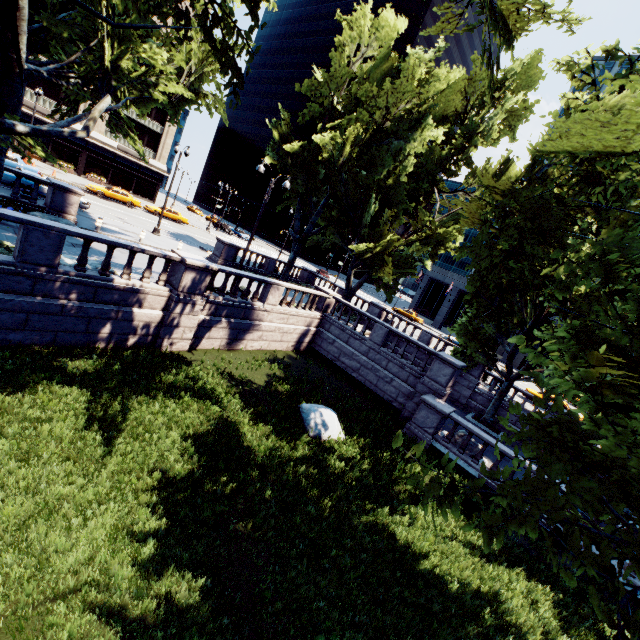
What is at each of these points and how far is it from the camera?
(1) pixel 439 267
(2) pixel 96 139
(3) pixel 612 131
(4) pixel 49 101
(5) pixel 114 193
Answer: (1) building, 56.66m
(2) building, 42.56m
(3) tree, 6.50m
(4) building, 38.62m
(5) vehicle, 35.44m

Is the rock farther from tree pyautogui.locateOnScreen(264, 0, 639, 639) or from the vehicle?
the vehicle

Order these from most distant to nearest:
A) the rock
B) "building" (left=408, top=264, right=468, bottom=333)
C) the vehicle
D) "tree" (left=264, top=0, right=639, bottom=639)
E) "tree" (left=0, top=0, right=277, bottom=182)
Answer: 1. "building" (left=408, top=264, right=468, bottom=333)
2. the vehicle
3. the rock
4. "tree" (left=0, top=0, right=277, bottom=182)
5. "tree" (left=264, top=0, right=639, bottom=639)

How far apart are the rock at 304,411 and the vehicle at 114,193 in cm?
3499

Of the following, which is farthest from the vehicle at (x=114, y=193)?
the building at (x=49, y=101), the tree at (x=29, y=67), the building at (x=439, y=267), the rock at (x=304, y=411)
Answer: the building at (x=439, y=267)

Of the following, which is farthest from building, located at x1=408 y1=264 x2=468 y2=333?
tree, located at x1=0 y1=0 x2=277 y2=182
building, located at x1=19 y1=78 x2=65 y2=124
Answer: building, located at x1=19 y1=78 x2=65 y2=124

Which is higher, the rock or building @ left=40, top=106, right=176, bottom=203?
building @ left=40, top=106, right=176, bottom=203

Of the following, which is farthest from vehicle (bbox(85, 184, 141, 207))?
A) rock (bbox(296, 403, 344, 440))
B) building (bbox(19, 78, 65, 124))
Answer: rock (bbox(296, 403, 344, 440))
